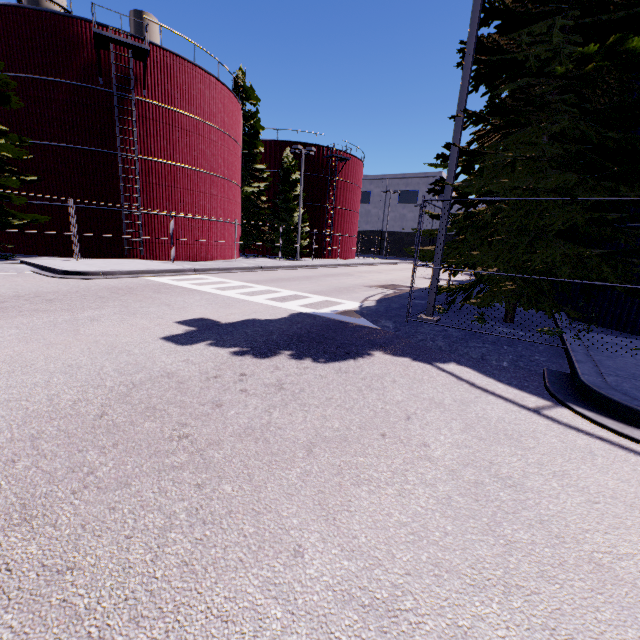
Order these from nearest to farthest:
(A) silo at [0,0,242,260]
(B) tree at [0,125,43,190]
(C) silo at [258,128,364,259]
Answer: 1. (B) tree at [0,125,43,190]
2. (A) silo at [0,0,242,260]
3. (C) silo at [258,128,364,259]

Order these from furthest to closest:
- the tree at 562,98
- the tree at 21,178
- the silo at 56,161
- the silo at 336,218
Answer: the silo at 336,218 < the silo at 56,161 < the tree at 21,178 < the tree at 562,98

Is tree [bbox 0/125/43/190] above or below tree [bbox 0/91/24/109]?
below

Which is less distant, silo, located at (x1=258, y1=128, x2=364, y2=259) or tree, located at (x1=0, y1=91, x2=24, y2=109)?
tree, located at (x1=0, y1=91, x2=24, y2=109)

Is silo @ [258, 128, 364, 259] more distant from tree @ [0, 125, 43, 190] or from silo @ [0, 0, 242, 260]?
tree @ [0, 125, 43, 190]

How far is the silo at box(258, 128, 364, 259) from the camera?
34.8 meters

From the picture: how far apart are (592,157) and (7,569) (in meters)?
10.29

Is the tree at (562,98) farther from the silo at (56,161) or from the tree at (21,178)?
the tree at (21,178)
